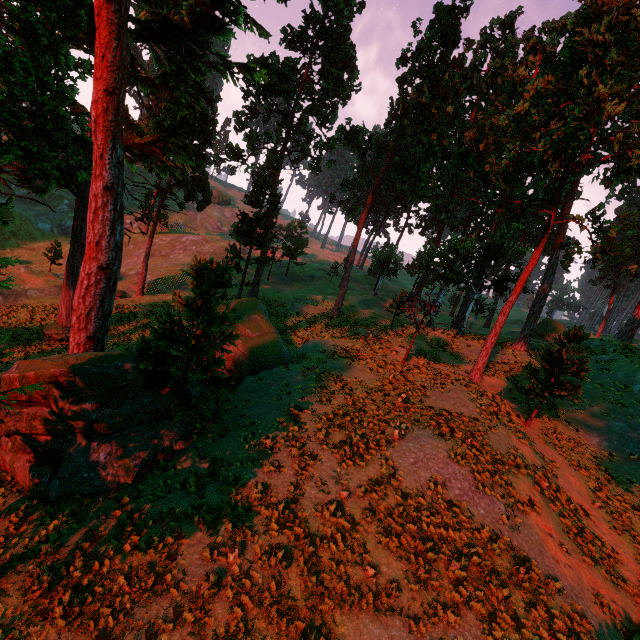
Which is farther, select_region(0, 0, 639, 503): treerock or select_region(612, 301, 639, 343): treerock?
select_region(612, 301, 639, 343): treerock

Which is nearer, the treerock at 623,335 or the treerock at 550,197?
the treerock at 550,197

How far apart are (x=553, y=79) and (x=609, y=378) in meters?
19.5 m
